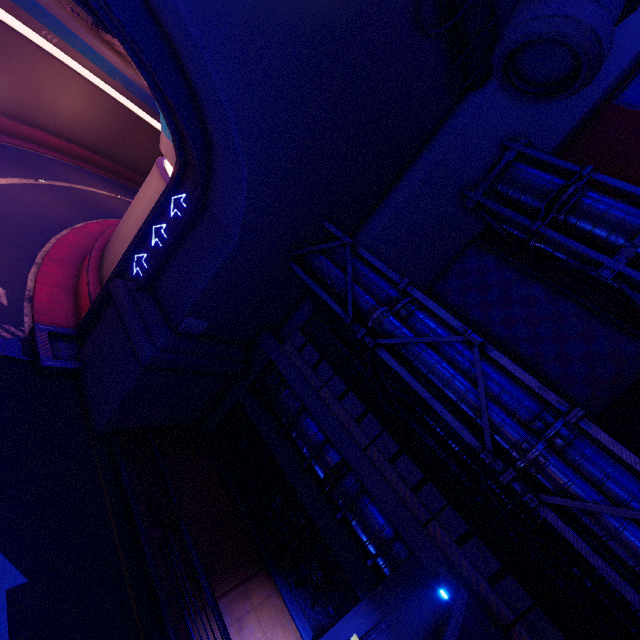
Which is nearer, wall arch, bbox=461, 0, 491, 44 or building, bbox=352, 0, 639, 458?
building, bbox=352, 0, 639, 458

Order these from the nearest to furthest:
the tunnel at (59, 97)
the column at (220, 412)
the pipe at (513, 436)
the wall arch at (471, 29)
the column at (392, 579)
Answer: the pipe at (513, 436), the column at (392, 579), the wall arch at (471, 29), the tunnel at (59, 97), the column at (220, 412)

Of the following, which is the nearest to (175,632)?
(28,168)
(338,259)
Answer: (338,259)

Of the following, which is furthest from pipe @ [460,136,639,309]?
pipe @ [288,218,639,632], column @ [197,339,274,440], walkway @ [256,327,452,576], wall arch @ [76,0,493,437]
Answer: column @ [197,339,274,440]

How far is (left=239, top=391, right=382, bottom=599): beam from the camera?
9.8m

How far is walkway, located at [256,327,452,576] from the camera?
9.2m

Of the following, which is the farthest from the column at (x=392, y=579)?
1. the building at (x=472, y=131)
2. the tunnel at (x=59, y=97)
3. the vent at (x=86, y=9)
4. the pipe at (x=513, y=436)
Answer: the vent at (x=86, y=9)

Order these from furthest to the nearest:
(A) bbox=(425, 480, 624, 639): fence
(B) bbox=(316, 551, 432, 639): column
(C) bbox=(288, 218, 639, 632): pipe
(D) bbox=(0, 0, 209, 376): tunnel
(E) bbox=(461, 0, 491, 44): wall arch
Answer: (D) bbox=(0, 0, 209, 376): tunnel → (E) bbox=(461, 0, 491, 44): wall arch → (B) bbox=(316, 551, 432, 639): column → (A) bbox=(425, 480, 624, 639): fence → (C) bbox=(288, 218, 639, 632): pipe
